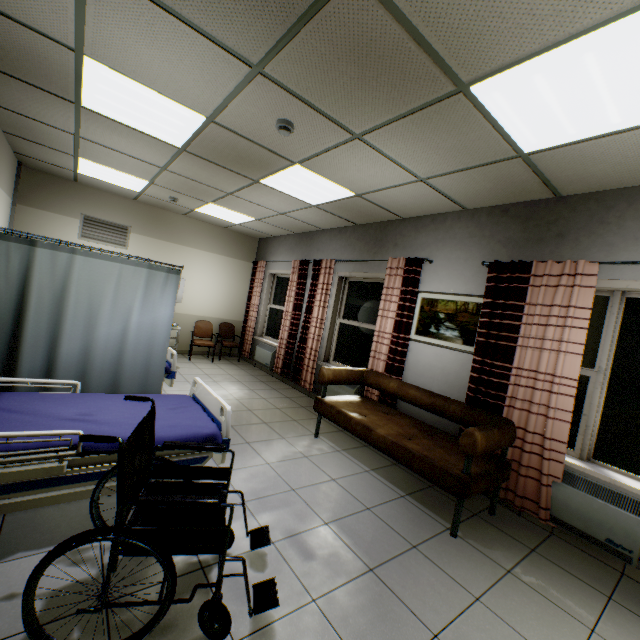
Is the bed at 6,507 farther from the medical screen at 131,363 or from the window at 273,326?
the window at 273,326

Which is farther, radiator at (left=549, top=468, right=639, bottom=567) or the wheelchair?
radiator at (left=549, top=468, right=639, bottom=567)

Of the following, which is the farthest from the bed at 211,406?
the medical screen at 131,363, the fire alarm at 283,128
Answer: the fire alarm at 283,128

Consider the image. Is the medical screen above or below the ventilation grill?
below

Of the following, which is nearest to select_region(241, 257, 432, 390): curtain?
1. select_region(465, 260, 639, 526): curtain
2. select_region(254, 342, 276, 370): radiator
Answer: select_region(254, 342, 276, 370): radiator

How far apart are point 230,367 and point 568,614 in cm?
654

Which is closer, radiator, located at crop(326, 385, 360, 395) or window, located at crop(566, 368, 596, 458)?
window, located at crop(566, 368, 596, 458)

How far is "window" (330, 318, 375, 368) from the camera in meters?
5.3 m
